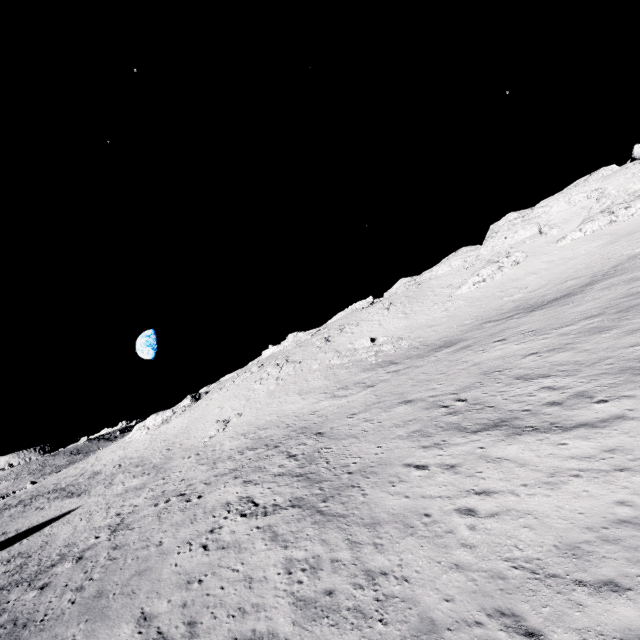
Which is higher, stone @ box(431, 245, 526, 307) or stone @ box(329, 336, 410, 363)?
stone @ box(431, 245, 526, 307)

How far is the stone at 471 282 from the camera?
48.8 meters

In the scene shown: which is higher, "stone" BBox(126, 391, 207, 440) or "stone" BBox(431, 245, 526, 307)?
"stone" BBox(431, 245, 526, 307)

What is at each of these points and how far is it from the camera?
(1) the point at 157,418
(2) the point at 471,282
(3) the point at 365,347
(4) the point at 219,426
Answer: (1) stone, 53.4m
(2) stone, 49.7m
(3) stone, 43.9m
(4) stone, 38.6m

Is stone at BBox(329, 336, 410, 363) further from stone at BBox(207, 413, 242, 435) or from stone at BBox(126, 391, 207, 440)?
stone at BBox(126, 391, 207, 440)

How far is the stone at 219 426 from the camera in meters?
37.3 m

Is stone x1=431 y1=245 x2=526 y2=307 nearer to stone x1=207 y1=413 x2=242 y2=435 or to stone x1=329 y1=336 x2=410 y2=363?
stone x1=329 y1=336 x2=410 y2=363
